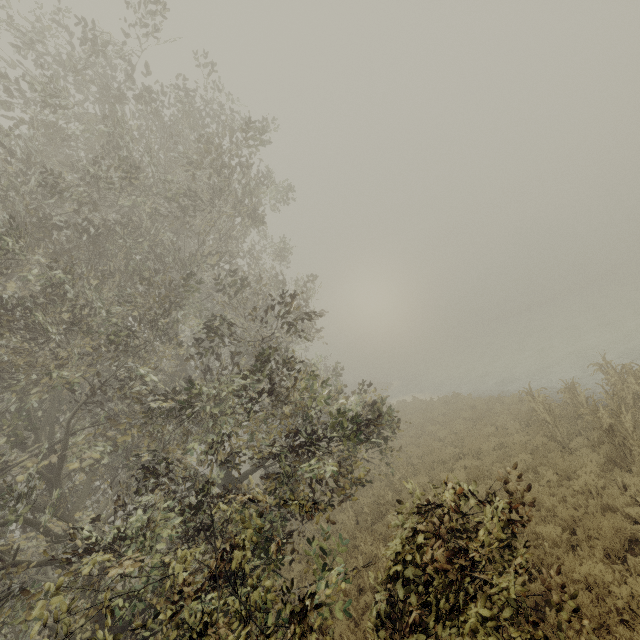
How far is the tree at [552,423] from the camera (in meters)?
11.05

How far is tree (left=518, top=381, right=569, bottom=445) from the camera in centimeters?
1105cm

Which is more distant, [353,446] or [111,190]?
[353,446]

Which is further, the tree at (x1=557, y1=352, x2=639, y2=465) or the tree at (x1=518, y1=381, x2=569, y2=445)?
the tree at (x1=518, y1=381, x2=569, y2=445)

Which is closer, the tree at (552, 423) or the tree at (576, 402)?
the tree at (576, 402)
